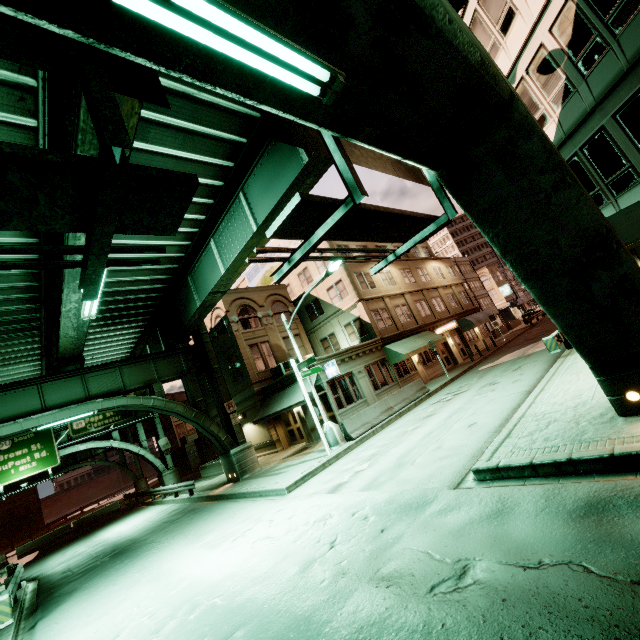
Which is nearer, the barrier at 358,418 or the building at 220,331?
the barrier at 358,418

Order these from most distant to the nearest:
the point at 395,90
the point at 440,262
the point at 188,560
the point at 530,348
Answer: the point at 440,262 → the point at 530,348 → the point at 188,560 → the point at 395,90

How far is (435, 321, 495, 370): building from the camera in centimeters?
3084cm

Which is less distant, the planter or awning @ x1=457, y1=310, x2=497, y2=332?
the planter

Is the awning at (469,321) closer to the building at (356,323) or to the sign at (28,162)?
A: the building at (356,323)

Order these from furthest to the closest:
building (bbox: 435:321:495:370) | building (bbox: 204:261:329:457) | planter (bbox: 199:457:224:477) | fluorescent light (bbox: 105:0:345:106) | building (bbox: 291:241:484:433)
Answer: building (bbox: 435:321:495:370), planter (bbox: 199:457:224:477), building (bbox: 204:261:329:457), building (bbox: 291:241:484:433), fluorescent light (bbox: 105:0:345:106)

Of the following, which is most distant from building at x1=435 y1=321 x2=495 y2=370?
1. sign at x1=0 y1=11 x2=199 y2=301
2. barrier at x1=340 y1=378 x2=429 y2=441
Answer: sign at x1=0 y1=11 x2=199 y2=301

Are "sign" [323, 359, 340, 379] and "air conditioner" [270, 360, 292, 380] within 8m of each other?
yes
